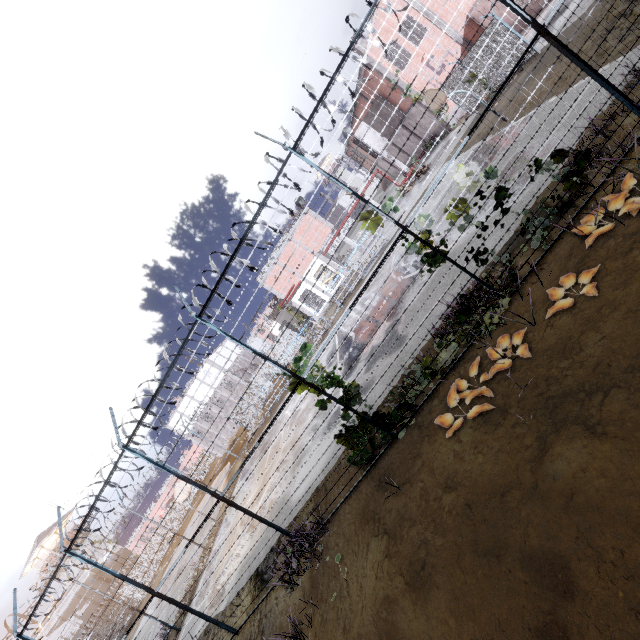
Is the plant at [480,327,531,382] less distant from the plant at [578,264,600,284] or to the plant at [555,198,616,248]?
the plant at [578,264,600,284]

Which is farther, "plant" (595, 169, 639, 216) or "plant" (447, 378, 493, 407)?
"plant" (447, 378, 493, 407)

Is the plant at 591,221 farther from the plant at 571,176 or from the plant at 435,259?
the plant at 435,259

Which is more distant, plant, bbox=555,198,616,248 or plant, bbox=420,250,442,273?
plant, bbox=420,250,442,273

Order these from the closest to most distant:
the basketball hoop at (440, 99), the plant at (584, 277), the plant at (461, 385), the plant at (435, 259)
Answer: the plant at (584, 277), the plant at (461, 385), the plant at (435, 259), the basketball hoop at (440, 99)

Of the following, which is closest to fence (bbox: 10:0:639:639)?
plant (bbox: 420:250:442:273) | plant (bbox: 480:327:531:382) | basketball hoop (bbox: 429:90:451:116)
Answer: plant (bbox: 420:250:442:273)

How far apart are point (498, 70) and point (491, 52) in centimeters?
123cm

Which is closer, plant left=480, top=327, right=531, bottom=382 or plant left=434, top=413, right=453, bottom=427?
plant left=480, top=327, right=531, bottom=382
